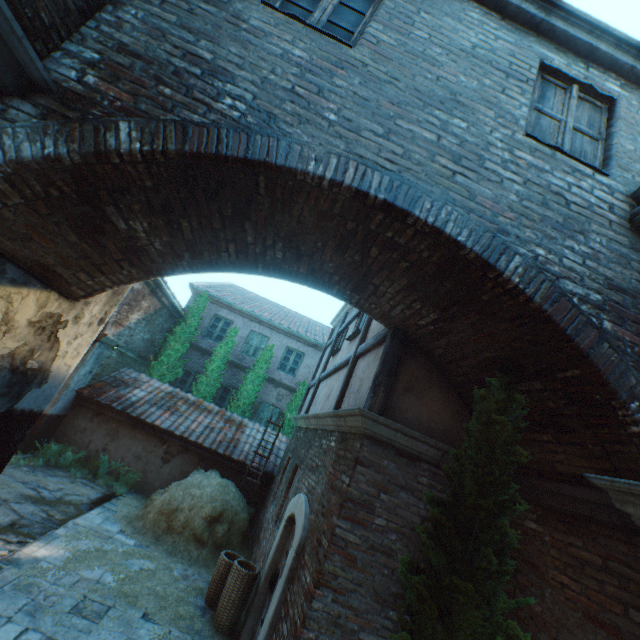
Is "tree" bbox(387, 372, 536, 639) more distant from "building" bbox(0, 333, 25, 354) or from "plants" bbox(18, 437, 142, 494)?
"plants" bbox(18, 437, 142, 494)

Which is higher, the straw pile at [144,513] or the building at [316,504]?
the building at [316,504]

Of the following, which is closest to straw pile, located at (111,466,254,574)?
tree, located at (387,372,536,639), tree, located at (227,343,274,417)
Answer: tree, located at (227,343,274,417)

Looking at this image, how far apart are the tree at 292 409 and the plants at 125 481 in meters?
6.3

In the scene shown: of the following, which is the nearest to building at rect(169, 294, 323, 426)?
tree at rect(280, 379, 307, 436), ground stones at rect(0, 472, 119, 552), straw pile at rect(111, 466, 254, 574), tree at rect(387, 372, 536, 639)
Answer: tree at rect(280, 379, 307, 436)

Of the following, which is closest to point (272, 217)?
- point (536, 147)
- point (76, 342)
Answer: point (536, 147)

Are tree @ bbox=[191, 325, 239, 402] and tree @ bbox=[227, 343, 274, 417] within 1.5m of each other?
yes

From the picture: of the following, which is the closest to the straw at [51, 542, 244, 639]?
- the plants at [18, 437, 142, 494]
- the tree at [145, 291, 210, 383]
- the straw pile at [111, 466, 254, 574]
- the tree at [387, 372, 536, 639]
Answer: the straw pile at [111, 466, 254, 574]
